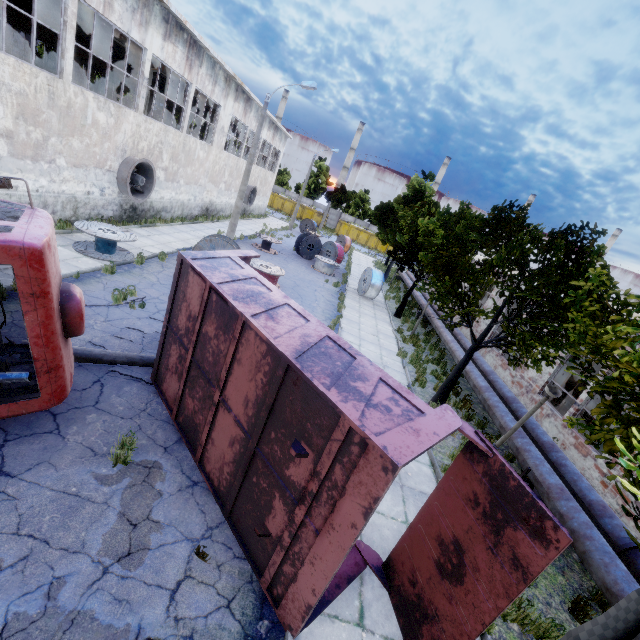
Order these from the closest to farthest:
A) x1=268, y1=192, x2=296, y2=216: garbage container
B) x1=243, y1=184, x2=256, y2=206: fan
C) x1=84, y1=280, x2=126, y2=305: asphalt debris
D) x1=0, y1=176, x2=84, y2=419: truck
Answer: x1=0, y1=176, x2=84, y2=419: truck
x1=84, y1=280, x2=126, y2=305: asphalt debris
x1=243, y1=184, x2=256, y2=206: fan
x1=268, y1=192, x2=296, y2=216: garbage container

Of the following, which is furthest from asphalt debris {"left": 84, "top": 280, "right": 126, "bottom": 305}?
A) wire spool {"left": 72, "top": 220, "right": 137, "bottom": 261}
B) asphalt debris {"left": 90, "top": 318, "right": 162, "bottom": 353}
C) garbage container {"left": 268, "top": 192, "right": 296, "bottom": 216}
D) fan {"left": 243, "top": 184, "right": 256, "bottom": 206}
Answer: garbage container {"left": 268, "top": 192, "right": 296, "bottom": 216}

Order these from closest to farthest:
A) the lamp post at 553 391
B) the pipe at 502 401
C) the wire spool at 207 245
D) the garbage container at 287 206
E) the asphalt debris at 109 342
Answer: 1. the lamp post at 553 391
2. the asphalt debris at 109 342
3. the pipe at 502 401
4. the wire spool at 207 245
5. the garbage container at 287 206

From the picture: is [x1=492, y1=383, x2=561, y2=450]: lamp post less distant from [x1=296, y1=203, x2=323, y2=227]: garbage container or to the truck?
the truck

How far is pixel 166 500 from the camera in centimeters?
508cm

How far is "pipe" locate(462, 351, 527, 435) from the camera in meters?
9.8

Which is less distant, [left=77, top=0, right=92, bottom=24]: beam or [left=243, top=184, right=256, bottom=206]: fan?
[left=77, top=0, right=92, bottom=24]: beam

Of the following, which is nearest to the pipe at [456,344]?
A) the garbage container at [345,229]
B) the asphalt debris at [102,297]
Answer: the asphalt debris at [102,297]
